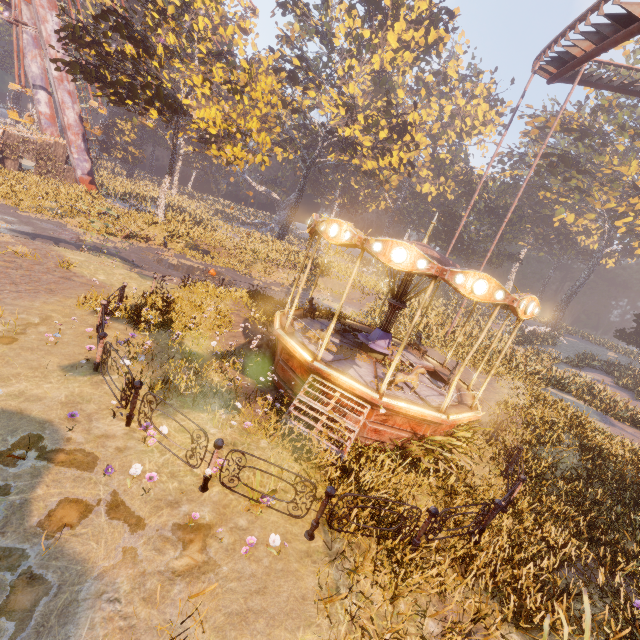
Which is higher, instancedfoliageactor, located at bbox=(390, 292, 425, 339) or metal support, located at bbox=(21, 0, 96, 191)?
metal support, located at bbox=(21, 0, 96, 191)

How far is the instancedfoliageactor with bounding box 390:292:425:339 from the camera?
19.7 meters

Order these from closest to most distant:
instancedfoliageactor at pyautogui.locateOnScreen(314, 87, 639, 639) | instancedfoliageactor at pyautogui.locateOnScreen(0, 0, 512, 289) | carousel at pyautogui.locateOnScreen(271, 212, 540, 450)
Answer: instancedfoliageactor at pyautogui.locateOnScreen(314, 87, 639, 639) → carousel at pyautogui.locateOnScreen(271, 212, 540, 450) → instancedfoliageactor at pyautogui.locateOnScreen(0, 0, 512, 289)

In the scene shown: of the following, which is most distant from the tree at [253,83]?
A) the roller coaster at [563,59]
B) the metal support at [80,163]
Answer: the roller coaster at [563,59]

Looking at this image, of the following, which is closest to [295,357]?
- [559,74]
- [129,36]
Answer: [559,74]

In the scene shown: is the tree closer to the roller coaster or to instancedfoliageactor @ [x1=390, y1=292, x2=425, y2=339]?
instancedfoliageactor @ [x1=390, y1=292, x2=425, y2=339]

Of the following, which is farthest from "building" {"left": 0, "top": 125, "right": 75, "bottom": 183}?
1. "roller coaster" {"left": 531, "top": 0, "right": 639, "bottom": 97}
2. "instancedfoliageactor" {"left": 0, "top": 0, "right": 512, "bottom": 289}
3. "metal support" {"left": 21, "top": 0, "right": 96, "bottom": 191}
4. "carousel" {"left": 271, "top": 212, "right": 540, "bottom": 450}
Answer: "roller coaster" {"left": 531, "top": 0, "right": 639, "bottom": 97}

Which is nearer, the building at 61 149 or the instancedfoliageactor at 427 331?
the instancedfoliageactor at 427 331
